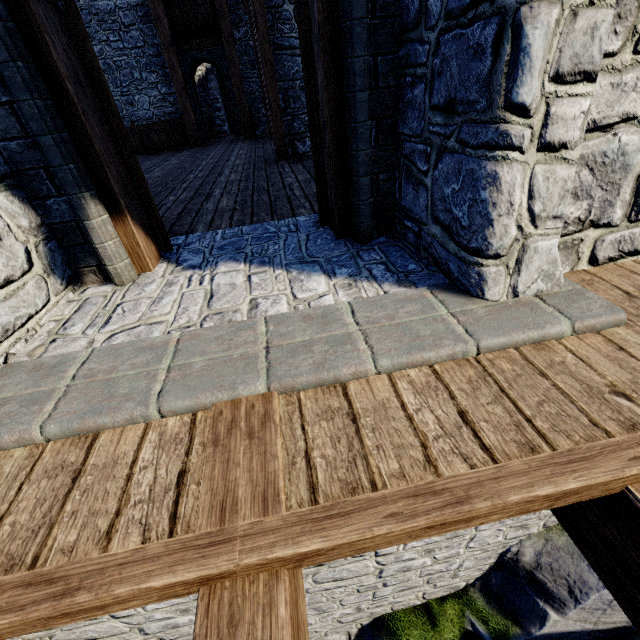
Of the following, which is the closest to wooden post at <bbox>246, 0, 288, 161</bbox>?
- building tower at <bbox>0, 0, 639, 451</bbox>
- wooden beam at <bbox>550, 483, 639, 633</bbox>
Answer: building tower at <bbox>0, 0, 639, 451</bbox>

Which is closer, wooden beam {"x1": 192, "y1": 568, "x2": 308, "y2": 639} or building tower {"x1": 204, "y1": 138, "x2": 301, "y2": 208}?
wooden beam {"x1": 192, "y1": 568, "x2": 308, "y2": 639}

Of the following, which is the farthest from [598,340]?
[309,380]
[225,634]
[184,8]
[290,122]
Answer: [184,8]

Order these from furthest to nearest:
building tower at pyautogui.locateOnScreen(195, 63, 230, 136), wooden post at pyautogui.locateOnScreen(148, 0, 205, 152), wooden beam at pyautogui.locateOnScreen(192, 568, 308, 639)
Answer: building tower at pyautogui.locateOnScreen(195, 63, 230, 136), wooden post at pyautogui.locateOnScreen(148, 0, 205, 152), wooden beam at pyautogui.locateOnScreen(192, 568, 308, 639)

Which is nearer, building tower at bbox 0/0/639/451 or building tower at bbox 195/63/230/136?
building tower at bbox 0/0/639/451

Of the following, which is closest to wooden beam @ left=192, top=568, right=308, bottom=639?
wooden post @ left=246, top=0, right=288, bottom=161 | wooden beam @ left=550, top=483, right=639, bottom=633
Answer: → wooden beam @ left=550, top=483, right=639, bottom=633

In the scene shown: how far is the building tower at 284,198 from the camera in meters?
4.5 m
